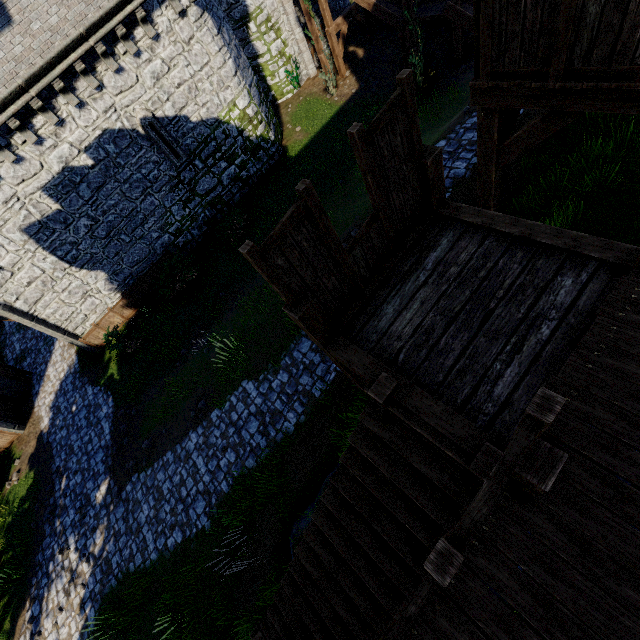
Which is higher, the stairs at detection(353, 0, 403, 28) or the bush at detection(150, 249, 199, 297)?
the stairs at detection(353, 0, 403, 28)

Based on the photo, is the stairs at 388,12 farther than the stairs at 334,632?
Yes

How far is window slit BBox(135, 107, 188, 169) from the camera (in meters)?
13.32

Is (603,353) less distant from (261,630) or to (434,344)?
(434,344)

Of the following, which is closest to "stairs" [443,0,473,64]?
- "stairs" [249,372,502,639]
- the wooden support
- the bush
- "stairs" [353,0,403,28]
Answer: "stairs" [353,0,403,28]

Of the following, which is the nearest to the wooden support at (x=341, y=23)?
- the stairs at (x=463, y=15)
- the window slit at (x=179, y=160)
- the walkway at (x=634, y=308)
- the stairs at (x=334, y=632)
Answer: the stairs at (x=463, y=15)

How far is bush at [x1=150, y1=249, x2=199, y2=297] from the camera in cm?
1506

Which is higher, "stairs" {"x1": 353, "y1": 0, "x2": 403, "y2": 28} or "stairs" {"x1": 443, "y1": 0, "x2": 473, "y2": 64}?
"stairs" {"x1": 353, "y1": 0, "x2": 403, "y2": 28}
